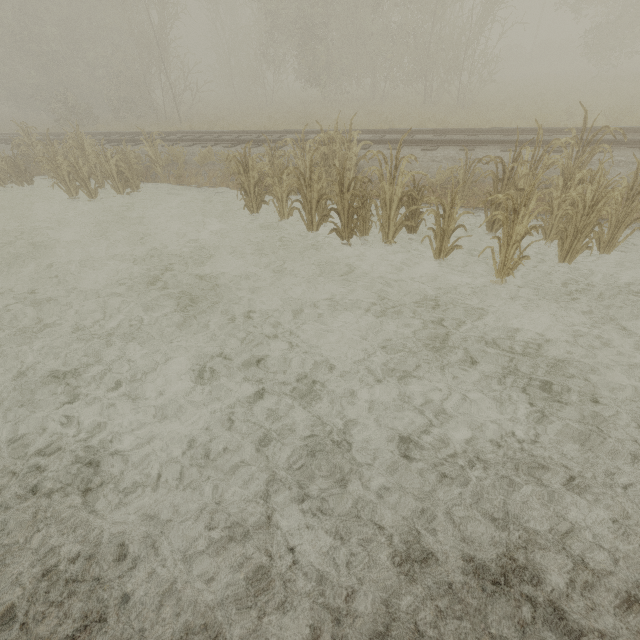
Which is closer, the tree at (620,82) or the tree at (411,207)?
the tree at (411,207)

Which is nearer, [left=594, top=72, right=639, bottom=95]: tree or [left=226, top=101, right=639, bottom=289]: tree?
[left=226, top=101, right=639, bottom=289]: tree

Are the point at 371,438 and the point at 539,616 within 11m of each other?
yes
